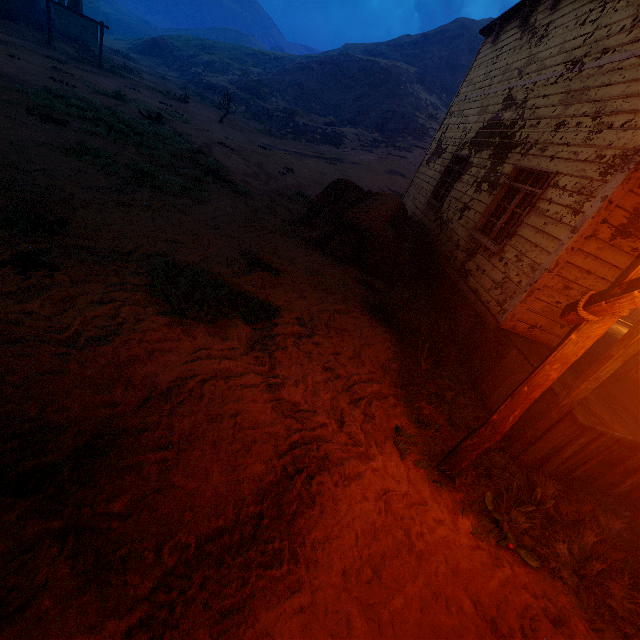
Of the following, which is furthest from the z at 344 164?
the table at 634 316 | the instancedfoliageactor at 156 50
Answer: the table at 634 316

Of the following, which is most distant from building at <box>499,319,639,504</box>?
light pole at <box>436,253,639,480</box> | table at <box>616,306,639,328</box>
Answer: light pole at <box>436,253,639,480</box>

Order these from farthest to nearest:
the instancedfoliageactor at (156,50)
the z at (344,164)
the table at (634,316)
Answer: the instancedfoliageactor at (156,50)
the table at (634,316)
the z at (344,164)

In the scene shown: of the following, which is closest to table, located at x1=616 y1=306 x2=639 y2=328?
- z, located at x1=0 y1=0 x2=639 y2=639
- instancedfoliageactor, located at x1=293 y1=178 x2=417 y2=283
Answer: z, located at x1=0 y1=0 x2=639 y2=639

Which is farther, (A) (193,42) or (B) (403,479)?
(A) (193,42)

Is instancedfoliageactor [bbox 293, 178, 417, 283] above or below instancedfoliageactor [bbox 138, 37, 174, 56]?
below

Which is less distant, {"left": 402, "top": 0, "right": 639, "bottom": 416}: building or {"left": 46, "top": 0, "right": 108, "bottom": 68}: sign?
{"left": 402, "top": 0, "right": 639, "bottom": 416}: building

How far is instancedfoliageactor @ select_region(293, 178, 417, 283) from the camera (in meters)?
7.76
